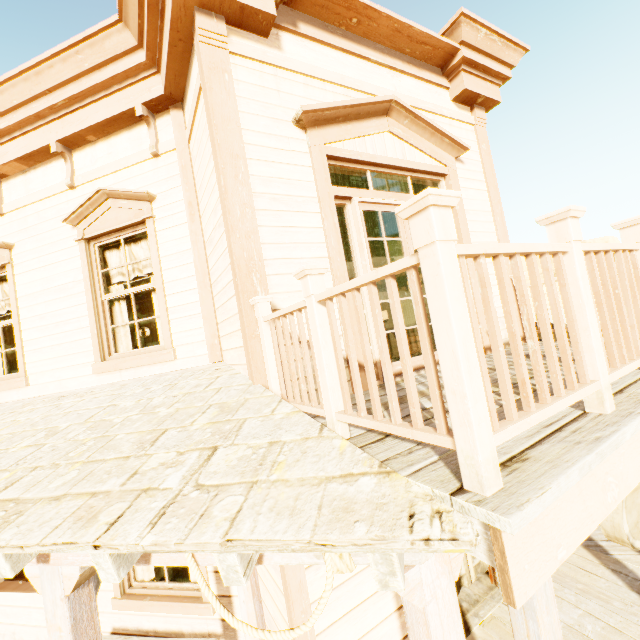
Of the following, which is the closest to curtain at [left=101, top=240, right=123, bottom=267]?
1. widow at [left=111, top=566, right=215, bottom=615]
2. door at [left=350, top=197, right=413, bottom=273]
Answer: widow at [left=111, top=566, right=215, bottom=615]

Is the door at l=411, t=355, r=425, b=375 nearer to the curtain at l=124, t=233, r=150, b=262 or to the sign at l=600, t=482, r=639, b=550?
the sign at l=600, t=482, r=639, b=550

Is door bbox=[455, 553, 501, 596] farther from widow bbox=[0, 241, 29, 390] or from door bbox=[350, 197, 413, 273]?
widow bbox=[0, 241, 29, 390]

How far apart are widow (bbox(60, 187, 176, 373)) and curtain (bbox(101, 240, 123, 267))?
0.02m

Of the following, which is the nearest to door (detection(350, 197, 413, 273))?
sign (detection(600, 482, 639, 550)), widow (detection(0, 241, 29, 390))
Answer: sign (detection(600, 482, 639, 550))

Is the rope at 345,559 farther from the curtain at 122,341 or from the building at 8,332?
the curtain at 122,341

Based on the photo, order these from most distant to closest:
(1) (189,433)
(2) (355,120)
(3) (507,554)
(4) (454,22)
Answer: (4) (454,22), (2) (355,120), (1) (189,433), (3) (507,554)

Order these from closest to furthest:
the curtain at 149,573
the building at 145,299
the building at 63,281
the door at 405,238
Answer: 1. the building at 63,281
2. the door at 405,238
3. the curtain at 149,573
4. the building at 145,299
